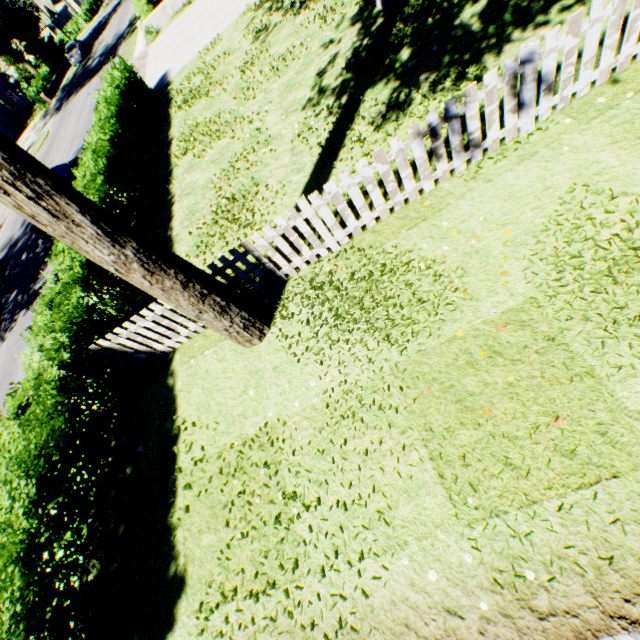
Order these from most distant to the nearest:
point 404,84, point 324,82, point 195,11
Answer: point 195,11, point 324,82, point 404,84

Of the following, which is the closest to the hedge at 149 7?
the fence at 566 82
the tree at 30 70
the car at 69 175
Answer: the car at 69 175

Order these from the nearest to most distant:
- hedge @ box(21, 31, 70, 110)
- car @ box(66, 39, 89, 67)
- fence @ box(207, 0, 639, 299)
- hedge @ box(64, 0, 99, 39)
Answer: fence @ box(207, 0, 639, 299), hedge @ box(21, 31, 70, 110), car @ box(66, 39, 89, 67), hedge @ box(64, 0, 99, 39)

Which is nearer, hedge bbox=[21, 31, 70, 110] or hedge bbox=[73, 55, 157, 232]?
hedge bbox=[73, 55, 157, 232]

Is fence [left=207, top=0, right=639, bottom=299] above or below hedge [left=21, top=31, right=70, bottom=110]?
below

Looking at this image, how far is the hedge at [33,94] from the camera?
34.7m

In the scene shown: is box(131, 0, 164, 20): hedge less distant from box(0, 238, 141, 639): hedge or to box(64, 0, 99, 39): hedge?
box(0, 238, 141, 639): hedge

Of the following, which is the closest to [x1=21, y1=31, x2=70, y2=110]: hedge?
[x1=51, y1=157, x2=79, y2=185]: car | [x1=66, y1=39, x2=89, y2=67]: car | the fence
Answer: [x1=66, y1=39, x2=89, y2=67]: car
